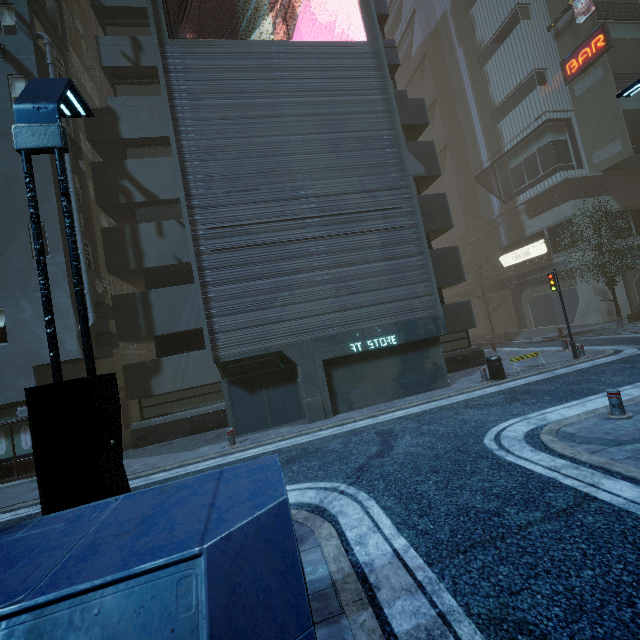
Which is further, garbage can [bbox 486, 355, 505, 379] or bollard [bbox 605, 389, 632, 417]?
garbage can [bbox 486, 355, 505, 379]

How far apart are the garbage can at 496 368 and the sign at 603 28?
28.2 meters

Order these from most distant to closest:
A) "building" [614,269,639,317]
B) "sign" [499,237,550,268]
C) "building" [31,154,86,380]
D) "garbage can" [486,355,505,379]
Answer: "sign" [499,237,550,268]
"building" [614,269,639,317]
"garbage can" [486,355,505,379]
"building" [31,154,86,380]

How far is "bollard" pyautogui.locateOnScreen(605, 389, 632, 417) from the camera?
7.0 meters

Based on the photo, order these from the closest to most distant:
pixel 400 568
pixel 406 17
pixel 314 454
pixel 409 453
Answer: pixel 400 568 → pixel 409 453 → pixel 314 454 → pixel 406 17

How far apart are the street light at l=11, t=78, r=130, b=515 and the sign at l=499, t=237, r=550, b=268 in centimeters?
3264cm

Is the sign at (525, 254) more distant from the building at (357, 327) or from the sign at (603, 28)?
the sign at (603, 28)

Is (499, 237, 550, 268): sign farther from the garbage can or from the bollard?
the bollard
